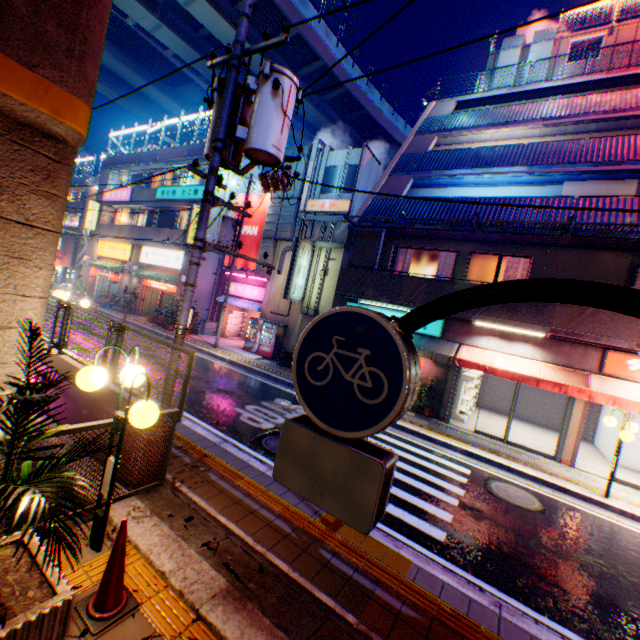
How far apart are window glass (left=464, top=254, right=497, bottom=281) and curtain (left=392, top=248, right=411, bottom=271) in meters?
2.1

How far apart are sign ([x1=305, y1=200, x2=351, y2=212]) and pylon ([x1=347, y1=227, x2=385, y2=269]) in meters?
3.6

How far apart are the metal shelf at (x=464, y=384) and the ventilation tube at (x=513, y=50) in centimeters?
1661cm

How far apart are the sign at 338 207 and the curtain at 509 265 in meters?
8.1

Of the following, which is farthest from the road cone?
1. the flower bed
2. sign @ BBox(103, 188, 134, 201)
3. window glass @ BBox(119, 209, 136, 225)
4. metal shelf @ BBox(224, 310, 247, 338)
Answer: sign @ BBox(103, 188, 134, 201)

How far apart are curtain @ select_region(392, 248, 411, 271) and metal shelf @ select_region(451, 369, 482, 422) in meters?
4.6 m

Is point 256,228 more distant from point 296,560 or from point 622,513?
point 622,513

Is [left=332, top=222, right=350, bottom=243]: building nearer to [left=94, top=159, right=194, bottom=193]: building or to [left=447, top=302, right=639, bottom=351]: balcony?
[left=447, top=302, right=639, bottom=351]: balcony
